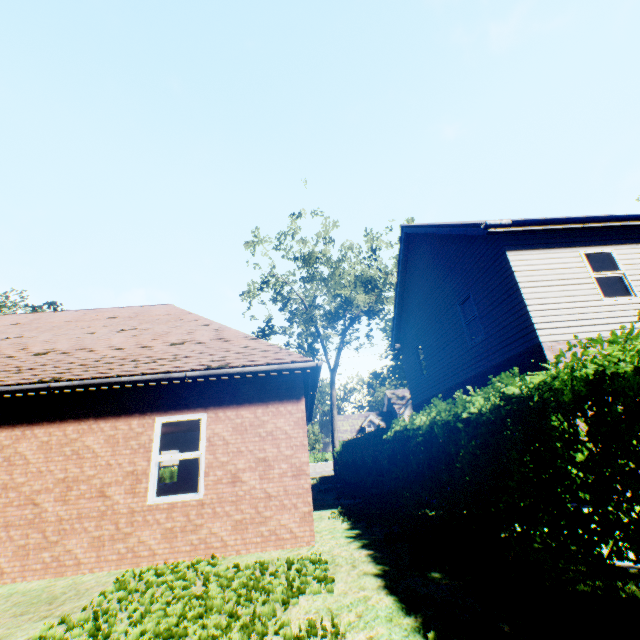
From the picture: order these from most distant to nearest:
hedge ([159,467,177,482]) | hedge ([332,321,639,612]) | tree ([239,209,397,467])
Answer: hedge ([159,467,177,482]) < tree ([239,209,397,467]) < hedge ([332,321,639,612])

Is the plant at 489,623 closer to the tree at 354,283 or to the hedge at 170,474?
the tree at 354,283

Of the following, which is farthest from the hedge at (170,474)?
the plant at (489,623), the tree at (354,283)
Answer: the plant at (489,623)

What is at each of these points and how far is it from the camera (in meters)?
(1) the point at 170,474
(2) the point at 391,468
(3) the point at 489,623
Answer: (1) hedge, 23.19
(2) hedge, 9.09
(3) plant, 2.74

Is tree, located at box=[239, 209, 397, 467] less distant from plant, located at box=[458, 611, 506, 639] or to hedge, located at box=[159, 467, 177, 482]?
hedge, located at box=[159, 467, 177, 482]

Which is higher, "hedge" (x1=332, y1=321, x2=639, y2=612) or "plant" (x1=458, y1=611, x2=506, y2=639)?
"hedge" (x1=332, y1=321, x2=639, y2=612)

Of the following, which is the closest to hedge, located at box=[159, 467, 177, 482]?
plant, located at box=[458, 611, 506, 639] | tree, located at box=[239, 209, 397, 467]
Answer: tree, located at box=[239, 209, 397, 467]
